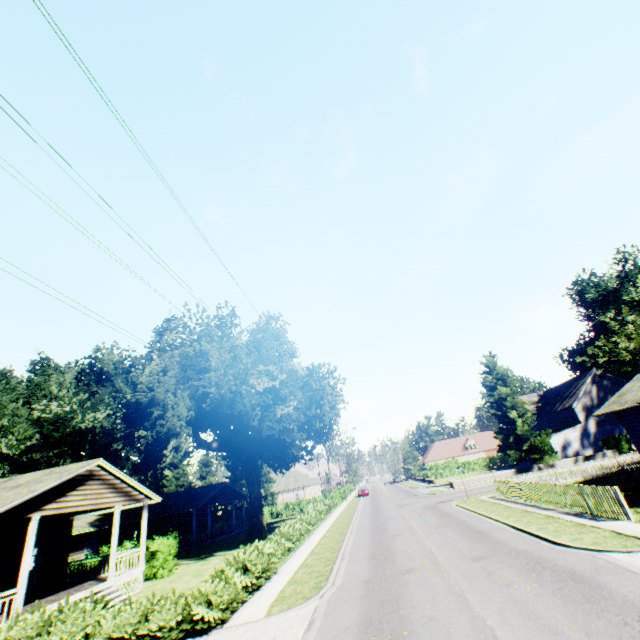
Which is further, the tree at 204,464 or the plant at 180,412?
the tree at 204,464

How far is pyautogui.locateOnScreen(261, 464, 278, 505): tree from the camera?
50.5 meters

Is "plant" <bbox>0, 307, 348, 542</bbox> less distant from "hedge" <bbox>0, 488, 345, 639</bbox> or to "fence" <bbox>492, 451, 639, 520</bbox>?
"fence" <bbox>492, 451, 639, 520</bbox>

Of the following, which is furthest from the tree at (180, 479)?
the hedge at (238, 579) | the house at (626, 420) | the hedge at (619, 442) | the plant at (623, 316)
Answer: the house at (626, 420)

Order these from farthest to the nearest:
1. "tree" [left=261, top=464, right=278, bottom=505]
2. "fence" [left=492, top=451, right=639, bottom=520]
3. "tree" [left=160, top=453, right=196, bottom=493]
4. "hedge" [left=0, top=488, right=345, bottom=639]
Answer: "tree" [left=160, top=453, right=196, bottom=493], "tree" [left=261, top=464, right=278, bottom=505], "fence" [left=492, top=451, right=639, bottom=520], "hedge" [left=0, top=488, right=345, bottom=639]

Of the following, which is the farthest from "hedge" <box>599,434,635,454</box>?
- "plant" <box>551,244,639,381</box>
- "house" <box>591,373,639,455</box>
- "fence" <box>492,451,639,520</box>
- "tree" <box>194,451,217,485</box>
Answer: "house" <box>591,373,639,455</box>

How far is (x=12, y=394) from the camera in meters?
41.2

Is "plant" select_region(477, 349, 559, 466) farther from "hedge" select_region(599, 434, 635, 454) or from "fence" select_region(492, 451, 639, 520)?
"hedge" select_region(599, 434, 635, 454)
